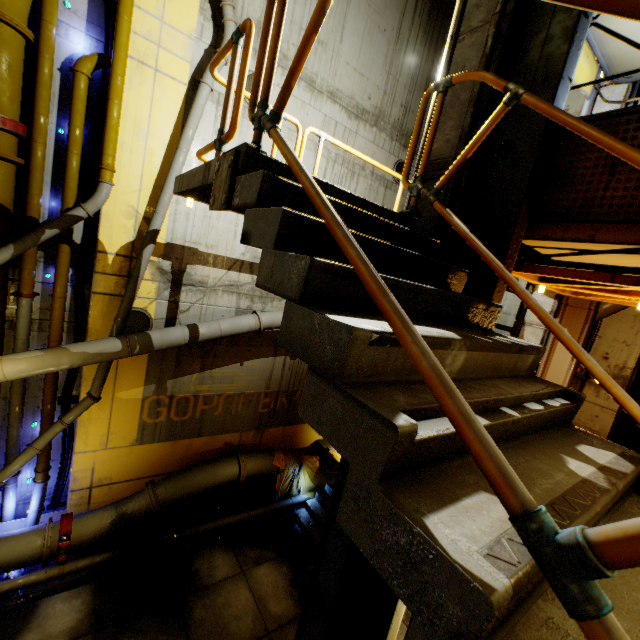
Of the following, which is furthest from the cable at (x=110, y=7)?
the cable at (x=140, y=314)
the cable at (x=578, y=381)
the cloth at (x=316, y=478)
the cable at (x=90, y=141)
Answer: the cable at (x=578, y=381)

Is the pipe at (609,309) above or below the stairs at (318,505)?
above

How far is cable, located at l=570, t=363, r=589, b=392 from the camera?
A: 7.4m

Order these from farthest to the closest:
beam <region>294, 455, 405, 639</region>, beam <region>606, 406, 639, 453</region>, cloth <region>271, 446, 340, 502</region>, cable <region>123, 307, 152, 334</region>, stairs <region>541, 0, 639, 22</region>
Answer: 1. cloth <region>271, 446, 340, 502</region>
2. cable <region>123, 307, 152, 334</region>
3. beam <region>294, 455, 405, 639</region>
4. beam <region>606, 406, 639, 453</region>
5. stairs <region>541, 0, 639, 22</region>

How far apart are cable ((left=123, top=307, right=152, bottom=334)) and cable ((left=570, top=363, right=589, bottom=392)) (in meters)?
9.39

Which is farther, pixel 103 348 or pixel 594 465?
pixel 103 348

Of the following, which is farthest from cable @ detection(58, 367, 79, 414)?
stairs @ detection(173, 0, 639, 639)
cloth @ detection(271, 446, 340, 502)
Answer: cloth @ detection(271, 446, 340, 502)

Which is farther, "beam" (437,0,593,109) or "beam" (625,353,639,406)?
"beam" (437,0,593,109)
